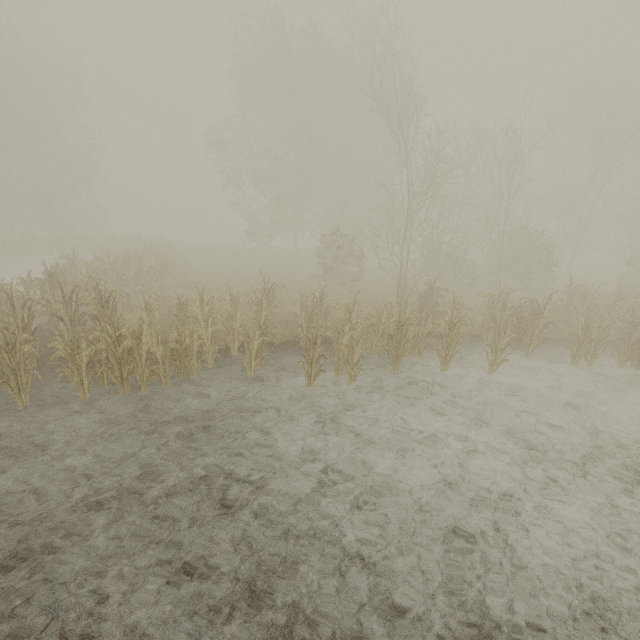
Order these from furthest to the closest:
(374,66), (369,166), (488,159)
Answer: (488,159) → (369,166) → (374,66)
